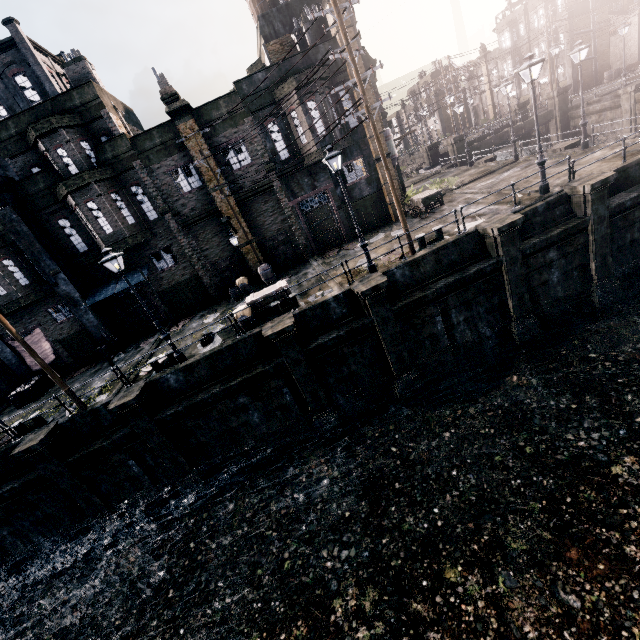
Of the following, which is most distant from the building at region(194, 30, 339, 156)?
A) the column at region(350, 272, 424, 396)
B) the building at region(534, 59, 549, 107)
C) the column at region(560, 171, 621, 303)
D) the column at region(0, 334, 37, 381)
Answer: the building at region(534, 59, 549, 107)

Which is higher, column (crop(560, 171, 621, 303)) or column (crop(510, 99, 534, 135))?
column (crop(510, 99, 534, 135))

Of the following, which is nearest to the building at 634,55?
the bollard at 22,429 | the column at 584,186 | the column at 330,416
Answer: the column at 584,186

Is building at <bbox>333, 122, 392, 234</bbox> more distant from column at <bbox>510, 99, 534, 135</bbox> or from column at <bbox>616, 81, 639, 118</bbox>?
column at <bbox>616, 81, 639, 118</bbox>

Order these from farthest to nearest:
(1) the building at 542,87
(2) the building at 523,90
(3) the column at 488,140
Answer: (2) the building at 523,90
(1) the building at 542,87
(3) the column at 488,140

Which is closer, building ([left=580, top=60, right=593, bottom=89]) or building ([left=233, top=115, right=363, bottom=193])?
building ([left=233, top=115, right=363, bottom=193])

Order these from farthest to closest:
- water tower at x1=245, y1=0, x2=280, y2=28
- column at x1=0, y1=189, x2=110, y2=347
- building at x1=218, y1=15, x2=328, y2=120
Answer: water tower at x1=245, y1=0, x2=280, y2=28 → building at x1=218, y1=15, x2=328, y2=120 → column at x1=0, y1=189, x2=110, y2=347

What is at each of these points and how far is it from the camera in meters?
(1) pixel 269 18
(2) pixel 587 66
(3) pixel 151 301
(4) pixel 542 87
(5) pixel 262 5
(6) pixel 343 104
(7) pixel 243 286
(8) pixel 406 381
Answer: (1) building, 22.9
(2) building, 45.4
(3) building, 23.6
(4) building, 50.3
(5) water tower, 29.5
(6) building, 21.2
(7) wooden barrel, 22.3
(8) column, 16.3
